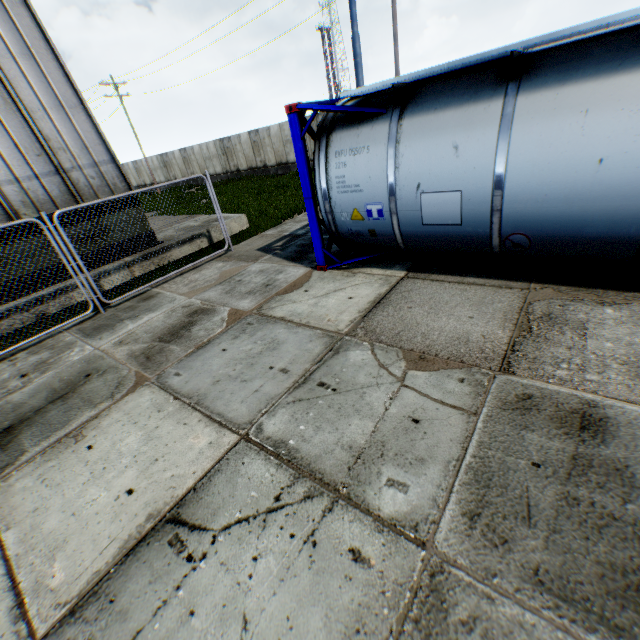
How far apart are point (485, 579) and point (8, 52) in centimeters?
1273cm

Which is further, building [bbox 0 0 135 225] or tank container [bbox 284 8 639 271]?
building [bbox 0 0 135 225]

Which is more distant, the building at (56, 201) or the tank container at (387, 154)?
the building at (56, 201)
